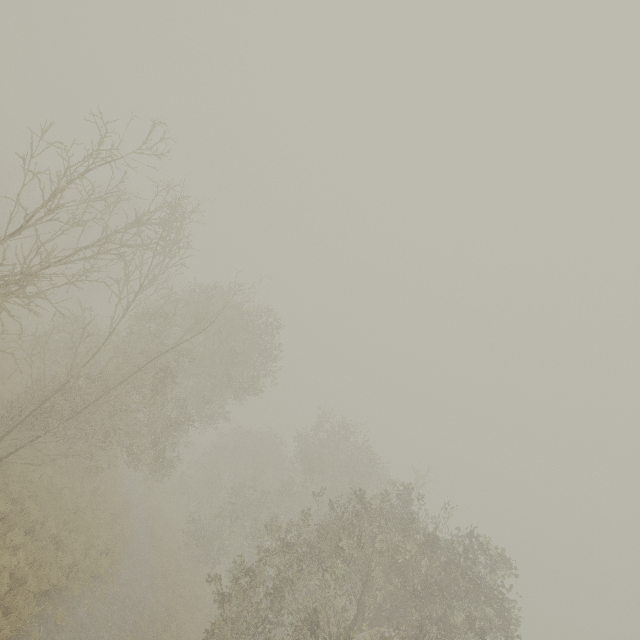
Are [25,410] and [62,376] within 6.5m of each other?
yes
